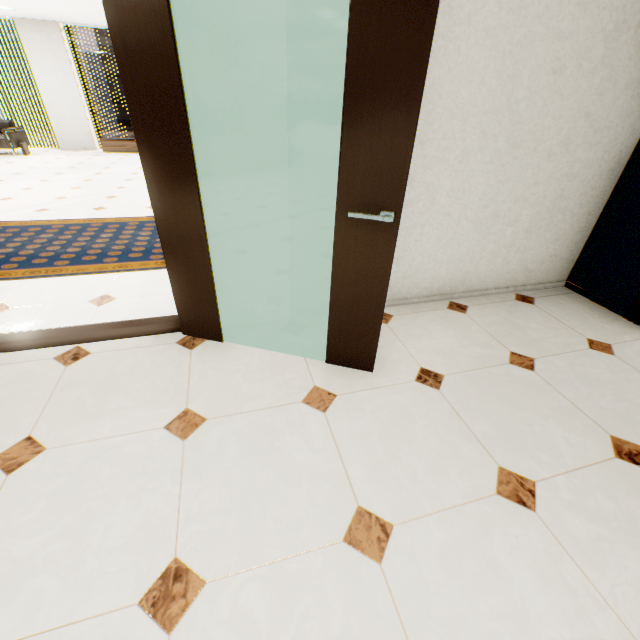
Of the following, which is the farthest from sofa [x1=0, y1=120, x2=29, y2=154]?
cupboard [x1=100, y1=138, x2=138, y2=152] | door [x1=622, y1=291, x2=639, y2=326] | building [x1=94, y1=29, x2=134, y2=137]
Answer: building [x1=94, y1=29, x2=134, y2=137]

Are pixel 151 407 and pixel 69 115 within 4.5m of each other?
no

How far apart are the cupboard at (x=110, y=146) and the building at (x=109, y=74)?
56.85m

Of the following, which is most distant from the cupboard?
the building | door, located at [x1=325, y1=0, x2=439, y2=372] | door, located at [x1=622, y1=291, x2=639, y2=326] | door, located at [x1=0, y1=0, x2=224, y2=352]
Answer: the building

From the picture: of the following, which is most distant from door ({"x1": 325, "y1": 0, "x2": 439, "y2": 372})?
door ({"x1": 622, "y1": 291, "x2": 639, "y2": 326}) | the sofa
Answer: the sofa

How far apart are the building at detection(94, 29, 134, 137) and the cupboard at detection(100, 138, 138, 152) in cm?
5685

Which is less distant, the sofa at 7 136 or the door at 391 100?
the door at 391 100

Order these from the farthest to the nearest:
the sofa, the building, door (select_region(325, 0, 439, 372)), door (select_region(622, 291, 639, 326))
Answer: the building, the sofa, door (select_region(622, 291, 639, 326)), door (select_region(325, 0, 439, 372))
